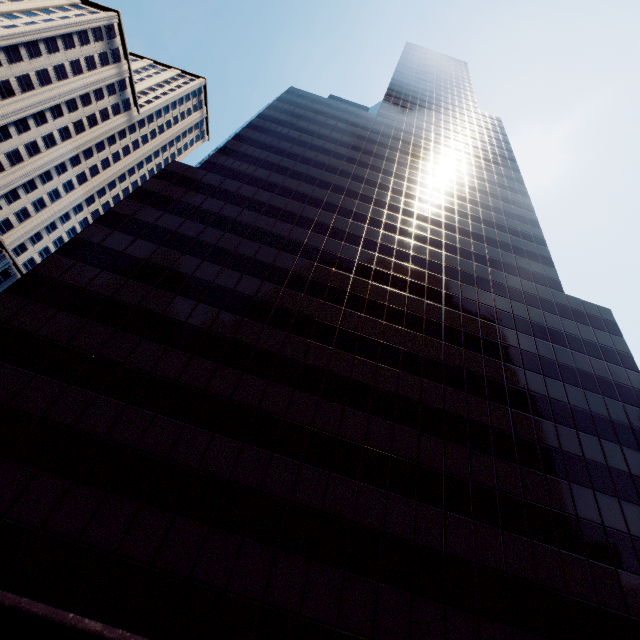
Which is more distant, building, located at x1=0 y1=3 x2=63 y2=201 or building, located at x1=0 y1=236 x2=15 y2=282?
building, located at x1=0 y1=236 x2=15 y2=282

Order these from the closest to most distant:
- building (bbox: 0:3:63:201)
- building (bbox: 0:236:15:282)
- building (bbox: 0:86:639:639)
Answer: building (bbox: 0:86:639:639), building (bbox: 0:3:63:201), building (bbox: 0:236:15:282)

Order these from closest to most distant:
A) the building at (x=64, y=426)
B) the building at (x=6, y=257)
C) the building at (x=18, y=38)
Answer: the building at (x=64, y=426) < the building at (x=18, y=38) < the building at (x=6, y=257)

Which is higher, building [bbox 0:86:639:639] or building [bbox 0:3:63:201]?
building [bbox 0:3:63:201]

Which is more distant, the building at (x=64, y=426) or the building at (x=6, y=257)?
the building at (x=6, y=257)

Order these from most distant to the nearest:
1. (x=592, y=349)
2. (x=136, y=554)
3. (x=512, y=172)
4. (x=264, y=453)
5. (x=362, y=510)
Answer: (x=512, y=172), (x=592, y=349), (x=264, y=453), (x=362, y=510), (x=136, y=554)

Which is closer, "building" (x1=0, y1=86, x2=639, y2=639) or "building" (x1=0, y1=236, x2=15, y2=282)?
"building" (x1=0, y1=86, x2=639, y2=639)
